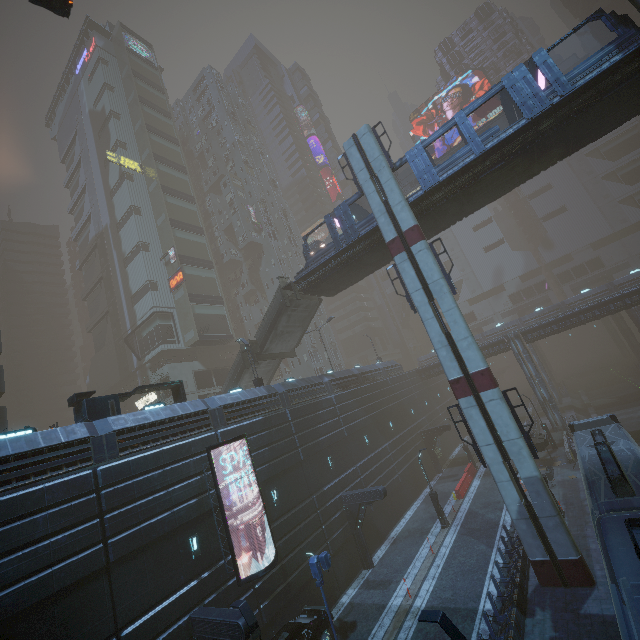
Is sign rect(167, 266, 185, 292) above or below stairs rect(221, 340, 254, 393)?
above

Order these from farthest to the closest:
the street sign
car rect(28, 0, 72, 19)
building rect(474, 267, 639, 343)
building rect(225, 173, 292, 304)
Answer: building rect(225, 173, 292, 304)
building rect(474, 267, 639, 343)
car rect(28, 0, 72, 19)
the street sign

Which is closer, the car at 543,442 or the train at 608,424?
the train at 608,424

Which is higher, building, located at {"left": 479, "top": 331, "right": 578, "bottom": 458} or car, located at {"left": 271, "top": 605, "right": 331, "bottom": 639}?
building, located at {"left": 479, "top": 331, "right": 578, "bottom": 458}

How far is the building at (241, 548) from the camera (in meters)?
16.33

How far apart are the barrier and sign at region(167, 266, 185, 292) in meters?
38.0

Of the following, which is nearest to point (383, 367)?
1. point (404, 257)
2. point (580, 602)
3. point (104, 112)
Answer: point (404, 257)

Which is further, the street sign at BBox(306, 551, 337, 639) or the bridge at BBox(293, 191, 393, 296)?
the bridge at BBox(293, 191, 393, 296)
